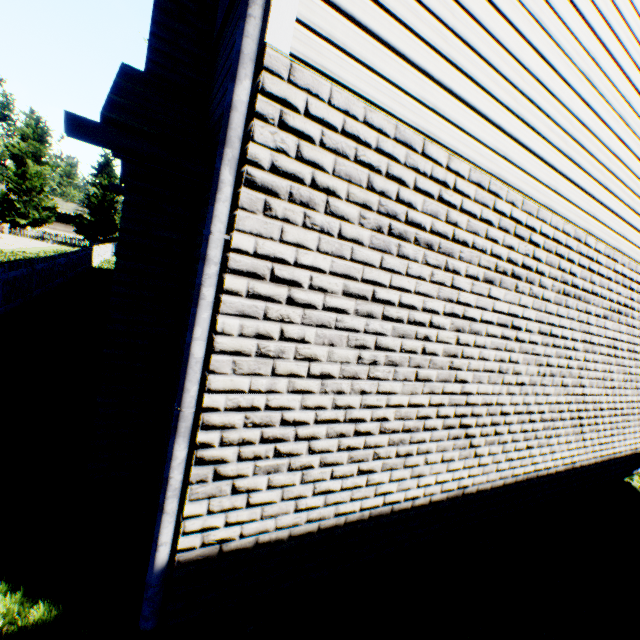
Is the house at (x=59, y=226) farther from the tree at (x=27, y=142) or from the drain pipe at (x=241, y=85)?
the drain pipe at (x=241, y=85)

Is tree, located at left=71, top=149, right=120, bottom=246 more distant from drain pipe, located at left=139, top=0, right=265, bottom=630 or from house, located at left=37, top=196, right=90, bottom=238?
drain pipe, located at left=139, top=0, right=265, bottom=630

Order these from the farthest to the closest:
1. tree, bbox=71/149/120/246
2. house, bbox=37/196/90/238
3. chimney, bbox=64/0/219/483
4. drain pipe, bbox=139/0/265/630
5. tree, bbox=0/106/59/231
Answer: house, bbox=37/196/90/238 < tree, bbox=71/149/120/246 < tree, bbox=0/106/59/231 < chimney, bbox=64/0/219/483 < drain pipe, bbox=139/0/265/630

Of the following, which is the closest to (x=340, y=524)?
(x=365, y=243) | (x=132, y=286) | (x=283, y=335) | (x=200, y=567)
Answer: (x=200, y=567)

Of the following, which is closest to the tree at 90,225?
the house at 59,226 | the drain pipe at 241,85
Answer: the house at 59,226

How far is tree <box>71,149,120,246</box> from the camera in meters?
39.4

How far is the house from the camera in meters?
53.9 m

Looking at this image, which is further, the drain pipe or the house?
the house
